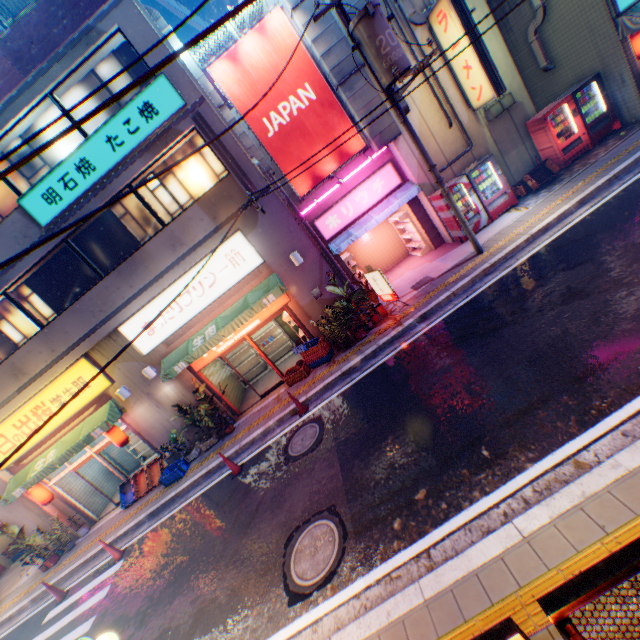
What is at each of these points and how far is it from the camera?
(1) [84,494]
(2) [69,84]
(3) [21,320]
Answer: (1) building, 13.6 meters
(2) building, 9.3 meters
(3) window glass, 11.1 meters

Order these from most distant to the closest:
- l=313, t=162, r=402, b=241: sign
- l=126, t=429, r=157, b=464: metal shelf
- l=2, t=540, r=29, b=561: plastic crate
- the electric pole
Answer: l=2, t=540, r=29, b=561: plastic crate < l=126, t=429, r=157, b=464: metal shelf < l=313, t=162, r=402, b=241: sign < the electric pole

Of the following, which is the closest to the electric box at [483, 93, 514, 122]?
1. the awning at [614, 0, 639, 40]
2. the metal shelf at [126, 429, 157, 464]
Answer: the awning at [614, 0, 639, 40]

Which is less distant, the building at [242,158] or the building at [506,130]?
the building at [242,158]

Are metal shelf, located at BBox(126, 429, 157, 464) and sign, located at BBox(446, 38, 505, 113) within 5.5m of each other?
no

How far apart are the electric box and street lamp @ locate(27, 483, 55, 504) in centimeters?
2179cm

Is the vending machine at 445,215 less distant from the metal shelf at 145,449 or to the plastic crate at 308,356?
the plastic crate at 308,356

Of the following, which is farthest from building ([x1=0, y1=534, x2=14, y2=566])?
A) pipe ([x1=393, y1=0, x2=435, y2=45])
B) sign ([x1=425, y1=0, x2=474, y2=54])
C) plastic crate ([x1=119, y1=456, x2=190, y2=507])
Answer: sign ([x1=425, y1=0, x2=474, y2=54])
